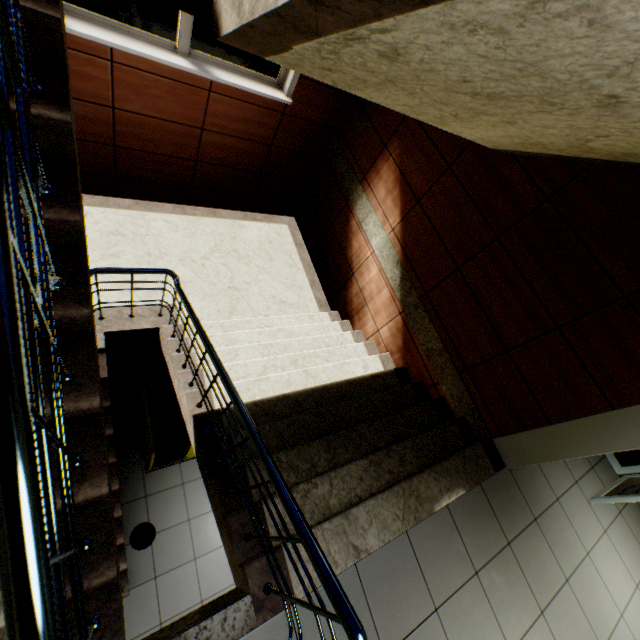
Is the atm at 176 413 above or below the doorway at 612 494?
below

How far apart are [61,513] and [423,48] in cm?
220

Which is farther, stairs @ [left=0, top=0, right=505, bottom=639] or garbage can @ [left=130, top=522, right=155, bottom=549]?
garbage can @ [left=130, top=522, right=155, bottom=549]

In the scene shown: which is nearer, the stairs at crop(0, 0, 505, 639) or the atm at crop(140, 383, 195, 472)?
the stairs at crop(0, 0, 505, 639)

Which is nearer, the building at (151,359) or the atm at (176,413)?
the atm at (176,413)

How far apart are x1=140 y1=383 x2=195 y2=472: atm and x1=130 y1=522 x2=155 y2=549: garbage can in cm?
62

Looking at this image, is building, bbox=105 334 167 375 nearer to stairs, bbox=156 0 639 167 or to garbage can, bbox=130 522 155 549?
stairs, bbox=156 0 639 167
